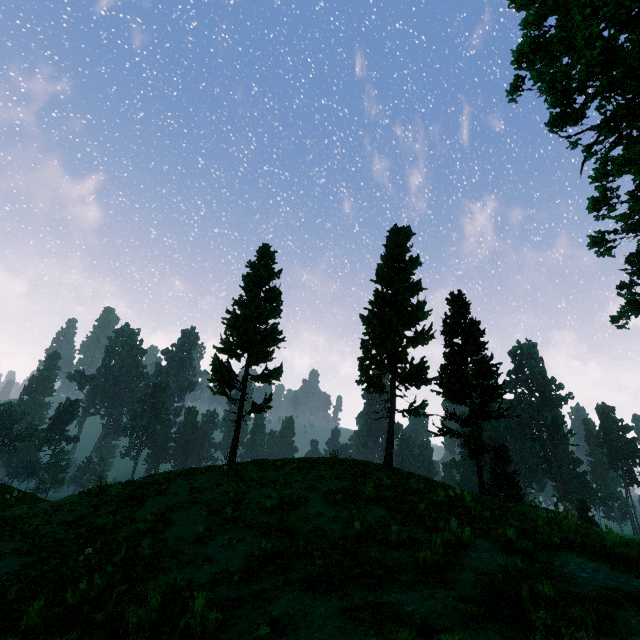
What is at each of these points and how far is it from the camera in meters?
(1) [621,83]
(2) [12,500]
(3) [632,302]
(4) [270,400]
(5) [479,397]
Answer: (1) treerock, 13.8 m
(2) rock, 14.9 m
(3) treerock, 43.5 m
(4) treerock, 19.9 m
(5) treerock, 23.8 m

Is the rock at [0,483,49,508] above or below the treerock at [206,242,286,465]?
below

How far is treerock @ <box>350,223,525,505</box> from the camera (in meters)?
18.14

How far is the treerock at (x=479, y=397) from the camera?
18.14m

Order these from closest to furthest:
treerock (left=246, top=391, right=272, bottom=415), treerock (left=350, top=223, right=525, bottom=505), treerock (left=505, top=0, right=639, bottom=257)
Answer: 1. treerock (left=505, top=0, right=639, bottom=257)
2. treerock (left=350, top=223, right=525, bottom=505)
3. treerock (left=246, top=391, right=272, bottom=415)

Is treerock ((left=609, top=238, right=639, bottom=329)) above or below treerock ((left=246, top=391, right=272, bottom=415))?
above

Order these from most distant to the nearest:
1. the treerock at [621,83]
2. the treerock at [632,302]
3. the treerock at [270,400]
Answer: the treerock at [632,302], the treerock at [270,400], the treerock at [621,83]
